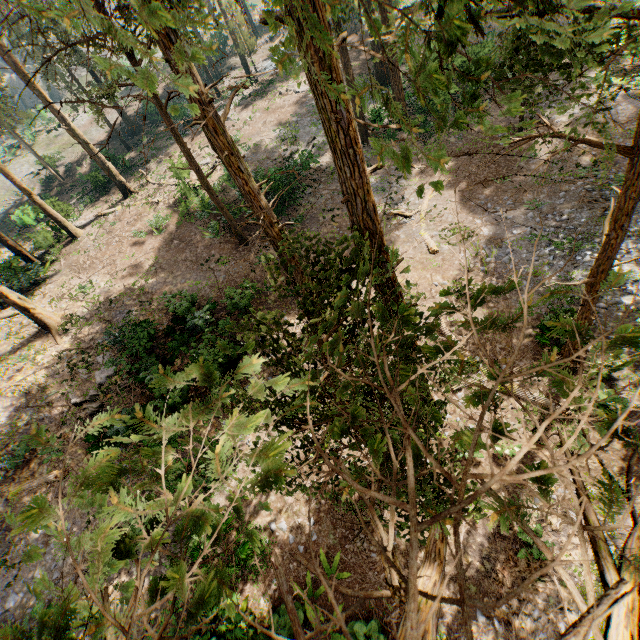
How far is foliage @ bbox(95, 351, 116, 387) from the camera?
16.4m

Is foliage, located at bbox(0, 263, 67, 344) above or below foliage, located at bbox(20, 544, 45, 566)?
below

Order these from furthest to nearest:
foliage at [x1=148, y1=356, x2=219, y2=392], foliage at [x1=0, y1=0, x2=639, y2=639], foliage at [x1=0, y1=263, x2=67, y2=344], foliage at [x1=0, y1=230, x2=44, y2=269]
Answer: foliage at [x1=0, y1=230, x2=44, y2=269] → foliage at [x1=0, y1=263, x2=67, y2=344] → foliage at [x1=148, y1=356, x2=219, y2=392] → foliage at [x1=0, y1=0, x2=639, y2=639]

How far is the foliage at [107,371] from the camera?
16.4 meters

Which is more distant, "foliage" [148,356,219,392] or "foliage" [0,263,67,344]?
"foliage" [0,263,67,344]

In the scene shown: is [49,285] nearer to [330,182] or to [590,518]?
[330,182]

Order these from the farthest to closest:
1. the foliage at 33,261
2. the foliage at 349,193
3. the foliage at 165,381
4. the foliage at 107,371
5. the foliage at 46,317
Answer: the foliage at 33,261 → the foliage at 46,317 → the foliage at 107,371 → the foliage at 165,381 → the foliage at 349,193
